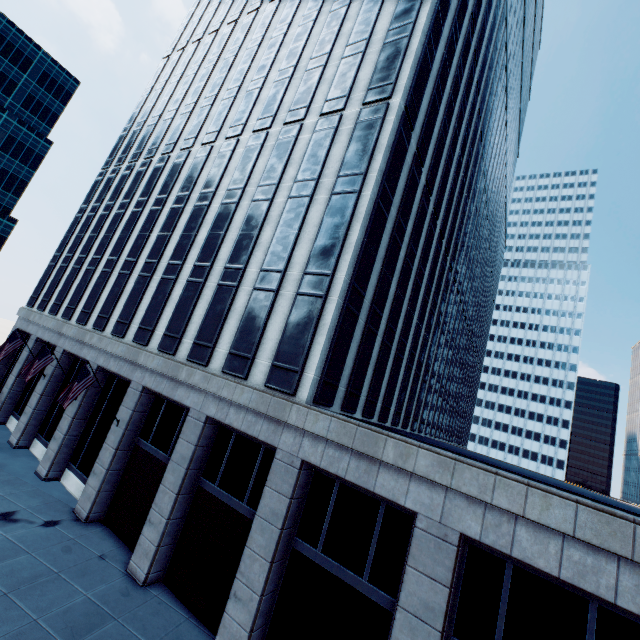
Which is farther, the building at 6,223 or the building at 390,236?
the building at 6,223

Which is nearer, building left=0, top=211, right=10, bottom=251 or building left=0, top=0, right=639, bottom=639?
building left=0, top=0, right=639, bottom=639

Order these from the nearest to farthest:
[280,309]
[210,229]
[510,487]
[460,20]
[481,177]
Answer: [510,487], [280,309], [210,229], [460,20], [481,177]
